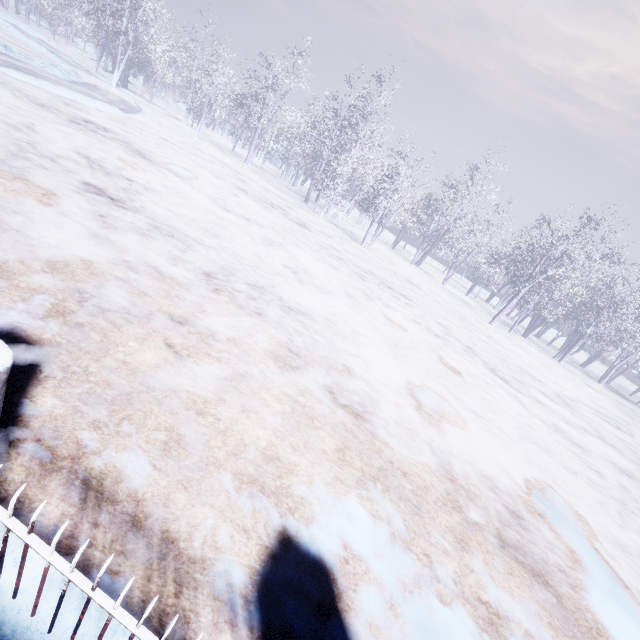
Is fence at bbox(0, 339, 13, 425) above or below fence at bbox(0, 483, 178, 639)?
above

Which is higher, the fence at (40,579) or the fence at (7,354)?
the fence at (7,354)

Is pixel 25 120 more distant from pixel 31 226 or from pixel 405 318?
pixel 405 318
